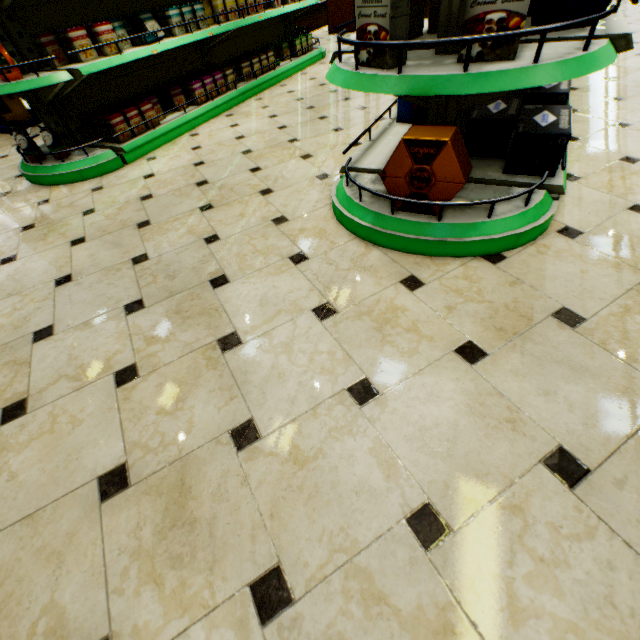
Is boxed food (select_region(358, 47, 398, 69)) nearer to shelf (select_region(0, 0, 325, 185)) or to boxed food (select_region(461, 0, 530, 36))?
boxed food (select_region(461, 0, 530, 36))

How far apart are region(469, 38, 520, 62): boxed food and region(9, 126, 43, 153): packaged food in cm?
359

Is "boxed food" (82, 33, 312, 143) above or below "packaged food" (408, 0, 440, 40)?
below

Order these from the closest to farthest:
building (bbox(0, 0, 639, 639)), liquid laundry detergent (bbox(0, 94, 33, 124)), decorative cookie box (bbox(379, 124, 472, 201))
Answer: building (bbox(0, 0, 639, 639)) → decorative cookie box (bbox(379, 124, 472, 201)) → liquid laundry detergent (bbox(0, 94, 33, 124))

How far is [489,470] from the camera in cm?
94

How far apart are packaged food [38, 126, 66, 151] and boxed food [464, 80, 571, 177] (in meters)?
3.44

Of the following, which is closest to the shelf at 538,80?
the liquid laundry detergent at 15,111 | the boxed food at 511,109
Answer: the boxed food at 511,109

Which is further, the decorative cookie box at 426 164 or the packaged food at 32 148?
the packaged food at 32 148
